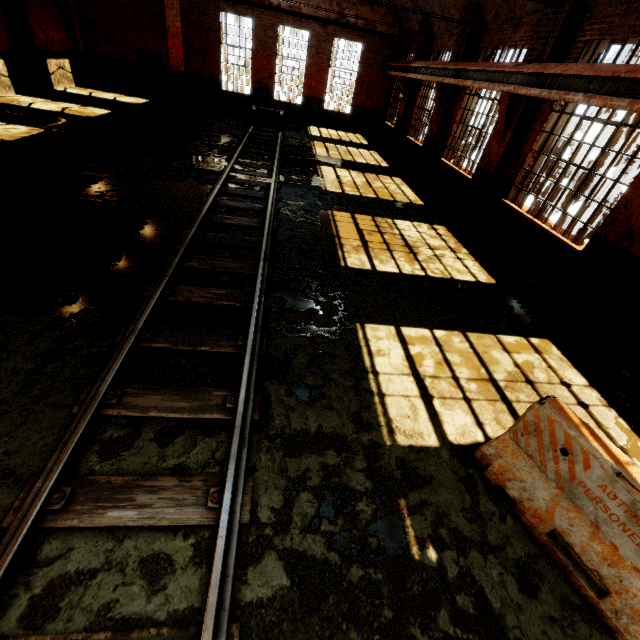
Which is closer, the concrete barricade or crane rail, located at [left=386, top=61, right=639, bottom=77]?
the concrete barricade

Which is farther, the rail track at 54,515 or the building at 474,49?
the building at 474,49

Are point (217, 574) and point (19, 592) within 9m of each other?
yes

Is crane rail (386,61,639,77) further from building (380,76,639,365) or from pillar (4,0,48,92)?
pillar (4,0,48,92)

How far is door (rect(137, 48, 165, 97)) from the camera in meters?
18.4

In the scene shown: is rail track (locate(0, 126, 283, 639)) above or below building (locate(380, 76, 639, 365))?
below

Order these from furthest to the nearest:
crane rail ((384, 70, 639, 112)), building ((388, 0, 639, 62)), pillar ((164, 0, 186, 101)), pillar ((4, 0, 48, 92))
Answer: pillar ((164, 0, 186, 101)) → pillar ((4, 0, 48, 92)) → building ((388, 0, 639, 62)) → crane rail ((384, 70, 639, 112))

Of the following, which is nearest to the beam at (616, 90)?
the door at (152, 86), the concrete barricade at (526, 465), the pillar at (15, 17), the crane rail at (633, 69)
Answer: the crane rail at (633, 69)
